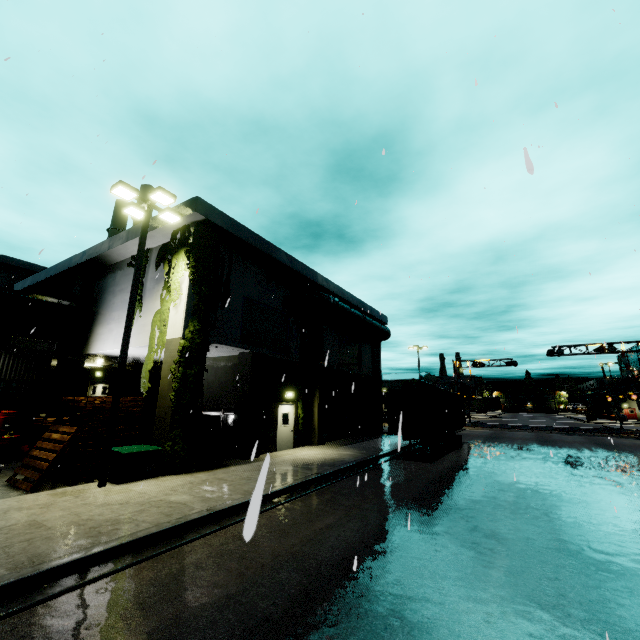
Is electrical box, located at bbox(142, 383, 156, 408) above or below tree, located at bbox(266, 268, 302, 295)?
below

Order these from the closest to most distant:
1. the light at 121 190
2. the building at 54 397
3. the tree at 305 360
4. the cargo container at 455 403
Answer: the light at 121 190, the building at 54 397, the cargo container at 455 403, the tree at 305 360

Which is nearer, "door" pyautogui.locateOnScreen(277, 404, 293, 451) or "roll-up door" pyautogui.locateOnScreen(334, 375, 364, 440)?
"door" pyautogui.locateOnScreen(277, 404, 293, 451)

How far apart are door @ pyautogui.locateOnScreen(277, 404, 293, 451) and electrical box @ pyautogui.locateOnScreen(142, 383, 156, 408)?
8.1 meters

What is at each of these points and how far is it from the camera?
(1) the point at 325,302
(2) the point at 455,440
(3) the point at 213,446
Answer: (1) pipe, 20.0 meters
(2) semi trailer, 20.6 meters
(3) building, 16.3 meters

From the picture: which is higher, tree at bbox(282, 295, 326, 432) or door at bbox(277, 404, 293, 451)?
tree at bbox(282, 295, 326, 432)

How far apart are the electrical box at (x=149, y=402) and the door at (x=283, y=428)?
8.1 meters

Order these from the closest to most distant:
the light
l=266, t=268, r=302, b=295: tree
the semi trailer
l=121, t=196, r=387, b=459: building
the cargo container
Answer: the light
l=121, t=196, r=387, b=459: building
the cargo container
the semi trailer
l=266, t=268, r=302, b=295: tree
